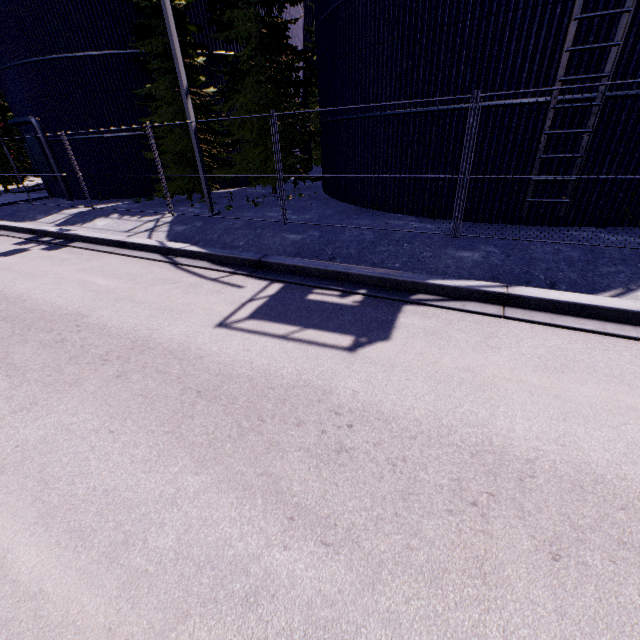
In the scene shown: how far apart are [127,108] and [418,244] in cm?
1586

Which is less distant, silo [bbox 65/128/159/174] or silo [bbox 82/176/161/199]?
silo [bbox 65/128/159/174]

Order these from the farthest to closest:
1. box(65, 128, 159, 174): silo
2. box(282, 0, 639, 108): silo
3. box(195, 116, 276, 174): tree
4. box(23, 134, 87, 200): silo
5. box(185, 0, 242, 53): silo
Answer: box(23, 134, 87, 200): silo < box(65, 128, 159, 174): silo < box(185, 0, 242, 53): silo < box(195, 116, 276, 174): tree < box(282, 0, 639, 108): silo

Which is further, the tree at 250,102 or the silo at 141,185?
the silo at 141,185

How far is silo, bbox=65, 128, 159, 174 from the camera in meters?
15.8 m

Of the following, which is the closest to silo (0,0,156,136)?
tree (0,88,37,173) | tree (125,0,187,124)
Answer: tree (125,0,187,124)

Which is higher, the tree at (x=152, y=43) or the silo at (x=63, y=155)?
the tree at (x=152, y=43)
